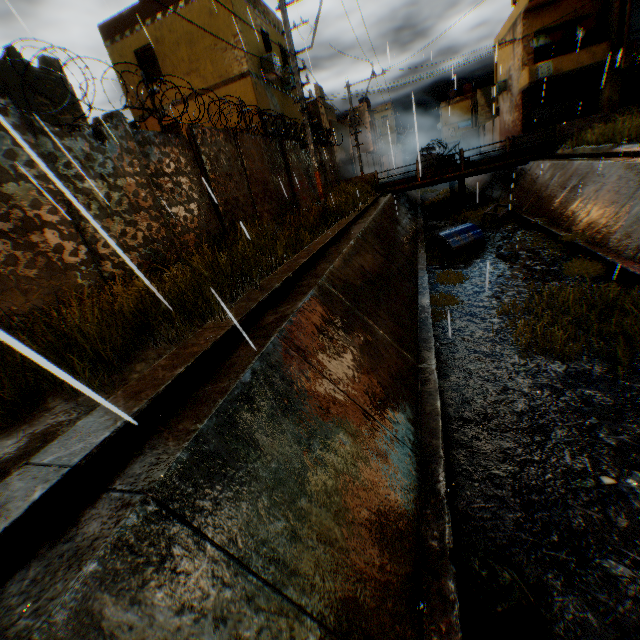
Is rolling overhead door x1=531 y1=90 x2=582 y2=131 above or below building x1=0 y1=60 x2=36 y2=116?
below

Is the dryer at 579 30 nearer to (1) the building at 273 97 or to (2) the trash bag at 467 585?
(1) the building at 273 97

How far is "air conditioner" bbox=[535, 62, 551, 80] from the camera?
22.3m

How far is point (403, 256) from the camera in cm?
1130

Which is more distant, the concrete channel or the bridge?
the bridge

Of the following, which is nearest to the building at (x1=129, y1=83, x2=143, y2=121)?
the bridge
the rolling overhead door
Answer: the rolling overhead door

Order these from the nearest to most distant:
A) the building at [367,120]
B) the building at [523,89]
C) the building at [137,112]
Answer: the building at [137,112], the building at [523,89], the building at [367,120]

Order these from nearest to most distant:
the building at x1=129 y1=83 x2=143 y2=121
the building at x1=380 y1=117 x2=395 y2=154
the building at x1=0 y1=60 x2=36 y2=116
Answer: the building at x1=0 y1=60 x2=36 y2=116, the building at x1=129 y1=83 x2=143 y2=121, the building at x1=380 y1=117 x2=395 y2=154
